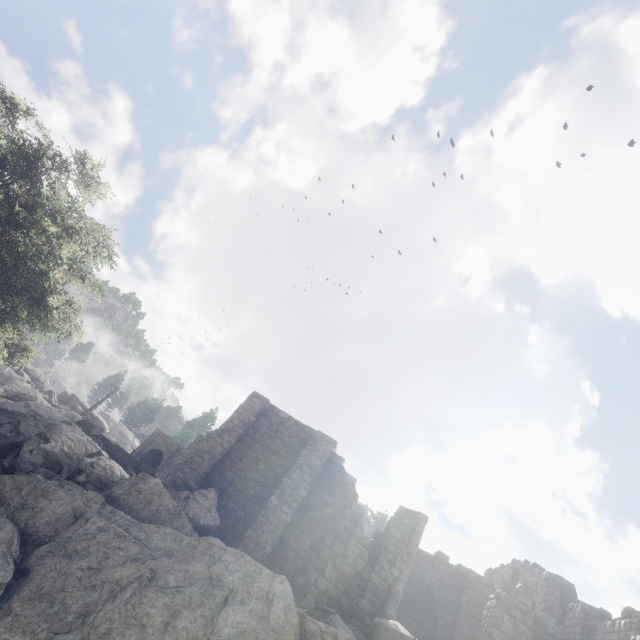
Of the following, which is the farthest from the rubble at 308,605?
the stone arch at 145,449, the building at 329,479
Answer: the stone arch at 145,449

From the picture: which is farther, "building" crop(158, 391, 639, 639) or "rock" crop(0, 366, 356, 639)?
"building" crop(158, 391, 639, 639)

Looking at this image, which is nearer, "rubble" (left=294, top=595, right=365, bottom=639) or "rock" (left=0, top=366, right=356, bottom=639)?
"rock" (left=0, top=366, right=356, bottom=639)

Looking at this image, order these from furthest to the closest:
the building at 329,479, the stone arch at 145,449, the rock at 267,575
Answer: the stone arch at 145,449, the building at 329,479, the rock at 267,575

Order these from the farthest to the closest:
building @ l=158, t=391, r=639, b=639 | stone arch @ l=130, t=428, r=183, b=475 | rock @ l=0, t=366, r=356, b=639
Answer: stone arch @ l=130, t=428, r=183, b=475
building @ l=158, t=391, r=639, b=639
rock @ l=0, t=366, r=356, b=639

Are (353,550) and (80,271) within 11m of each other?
no

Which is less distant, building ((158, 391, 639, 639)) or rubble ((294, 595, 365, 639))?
rubble ((294, 595, 365, 639))

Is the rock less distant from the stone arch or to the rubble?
the rubble
